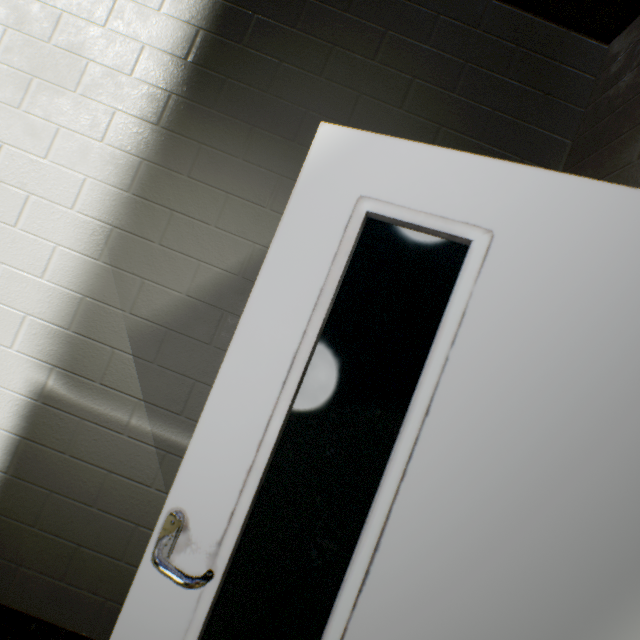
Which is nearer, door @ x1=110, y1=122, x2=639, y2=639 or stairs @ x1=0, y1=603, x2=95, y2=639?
door @ x1=110, y1=122, x2=639, y2=639

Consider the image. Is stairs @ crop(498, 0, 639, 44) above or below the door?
above

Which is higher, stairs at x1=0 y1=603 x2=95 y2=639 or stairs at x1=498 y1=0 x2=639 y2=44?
stairs at x1=498 y1=0 x2=639 y2=44

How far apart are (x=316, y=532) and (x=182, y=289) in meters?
1.1 m

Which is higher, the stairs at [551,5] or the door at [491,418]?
the stairs at [551,5]

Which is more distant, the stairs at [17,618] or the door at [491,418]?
the stairs at [17,618]
